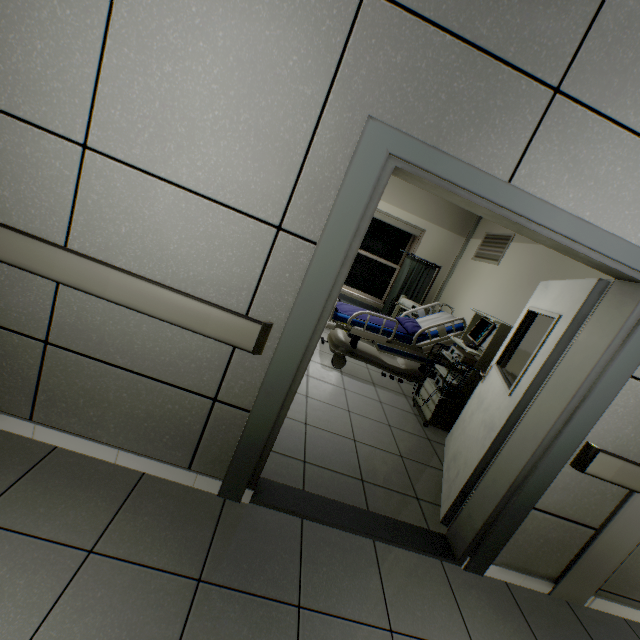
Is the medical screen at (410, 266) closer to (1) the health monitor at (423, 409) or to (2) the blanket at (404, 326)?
(2) the blanket at (404, 326)

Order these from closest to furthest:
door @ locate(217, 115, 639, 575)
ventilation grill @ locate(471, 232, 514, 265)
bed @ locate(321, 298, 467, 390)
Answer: door @ locate(217, 115, 639, 575) < bed @ locate(321, 298, 467, 390) < ventilation grill @ locate(471, 232, 514, 265)

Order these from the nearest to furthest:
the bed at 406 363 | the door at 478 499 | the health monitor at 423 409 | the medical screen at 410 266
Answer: the door at 478 499 < the health monitor at 423 409 < the bed at 406 363 < the medical screen at 410 266

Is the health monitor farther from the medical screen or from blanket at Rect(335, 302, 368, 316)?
the medical screen

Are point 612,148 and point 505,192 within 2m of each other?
yes

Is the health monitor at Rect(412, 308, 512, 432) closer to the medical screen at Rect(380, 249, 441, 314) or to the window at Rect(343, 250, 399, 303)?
the medical screen at Rect(380, 249, 441, 314)

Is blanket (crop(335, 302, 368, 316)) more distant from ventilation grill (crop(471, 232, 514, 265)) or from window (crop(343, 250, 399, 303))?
window (crop(343, 250, 399, 303))

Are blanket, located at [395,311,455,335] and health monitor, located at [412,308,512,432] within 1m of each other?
yes
